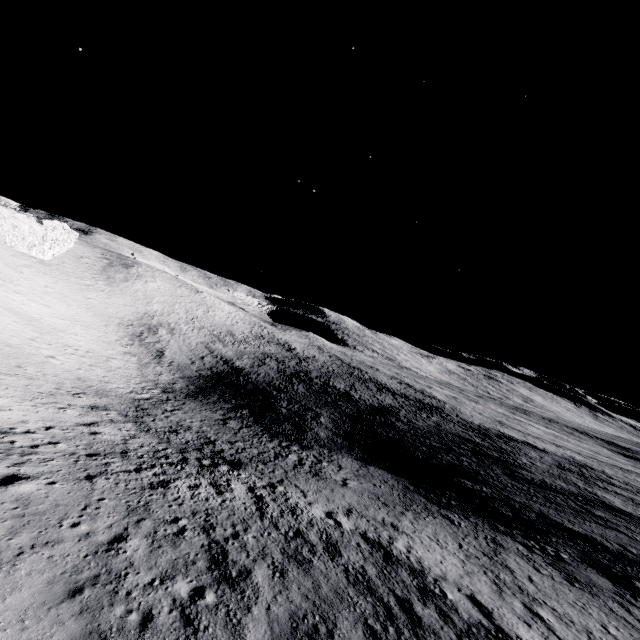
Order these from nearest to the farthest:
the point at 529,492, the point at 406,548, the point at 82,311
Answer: the point at 406,548, the point at 529,492, the point at 82,311
